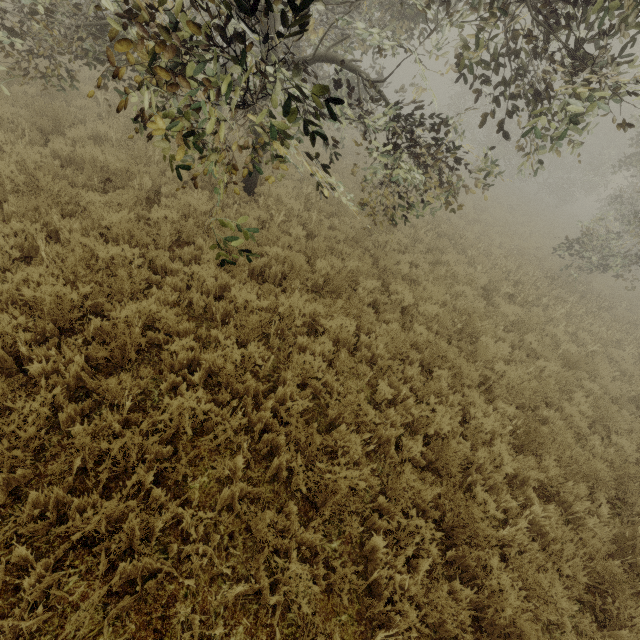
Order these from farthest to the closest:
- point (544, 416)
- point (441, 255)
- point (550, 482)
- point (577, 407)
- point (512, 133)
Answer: point (512, 133), point (441, 255), point (577, 407), point (544, 416), point (550, 482)
